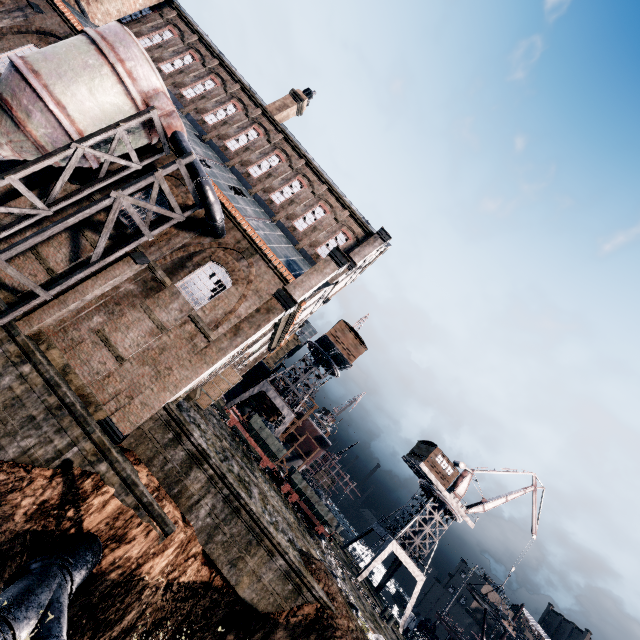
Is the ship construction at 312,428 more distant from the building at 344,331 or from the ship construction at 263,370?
the building at 344,331

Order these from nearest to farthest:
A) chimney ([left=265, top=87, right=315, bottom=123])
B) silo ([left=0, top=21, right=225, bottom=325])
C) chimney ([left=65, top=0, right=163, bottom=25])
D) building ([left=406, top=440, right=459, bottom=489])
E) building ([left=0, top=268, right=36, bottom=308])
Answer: silo ([left=0, top=21, right=225, bottom=325]) → building ([left=0, top=268, right=36, bottom=308]) → chimney ([left=65, top=0, right=163, bottom=25]) → chimney ([left=265, top=87, right=315, bottom=123]) → building ([left=406, top=440, right=459, bottom=489])

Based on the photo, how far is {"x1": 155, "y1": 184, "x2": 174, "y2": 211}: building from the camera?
19.3m

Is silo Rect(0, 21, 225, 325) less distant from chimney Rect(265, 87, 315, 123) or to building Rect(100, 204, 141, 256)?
building Rect(100, 204, 141, 256)

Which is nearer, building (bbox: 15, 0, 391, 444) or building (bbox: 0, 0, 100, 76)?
building (bbox: 15, 0, 391, 444)

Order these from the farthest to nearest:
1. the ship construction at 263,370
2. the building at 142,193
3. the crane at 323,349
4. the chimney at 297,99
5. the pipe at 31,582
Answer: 1. the ship construction at 263,370
2. the crane at 323,349
3. the chimney at 297,99
4. the building at 142,193
5. the pipe at 31,582

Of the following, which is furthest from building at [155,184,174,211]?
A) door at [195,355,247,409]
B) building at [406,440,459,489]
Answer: building at [406,440,459,489]

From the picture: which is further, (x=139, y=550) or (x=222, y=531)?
(x=222, y=531)
